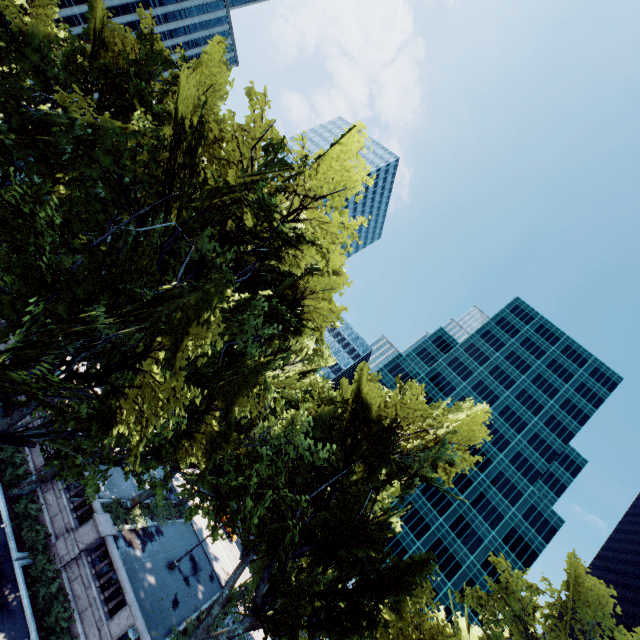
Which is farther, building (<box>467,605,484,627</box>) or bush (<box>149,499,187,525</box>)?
building (<box>467,605,484,627</box>)

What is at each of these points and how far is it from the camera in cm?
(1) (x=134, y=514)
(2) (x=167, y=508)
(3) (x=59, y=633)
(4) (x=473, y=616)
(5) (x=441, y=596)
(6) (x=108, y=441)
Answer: (1) bush, 2572
(2) bush, 3192
(3) bush, 1614
(4) building, 5825
(5) building, 5959
(6) tree, 1119

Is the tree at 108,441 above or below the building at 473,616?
below

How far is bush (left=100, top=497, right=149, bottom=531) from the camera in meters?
23.0 m

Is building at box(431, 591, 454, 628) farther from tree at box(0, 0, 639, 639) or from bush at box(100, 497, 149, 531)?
bush at box(100, 497, 149, 531)

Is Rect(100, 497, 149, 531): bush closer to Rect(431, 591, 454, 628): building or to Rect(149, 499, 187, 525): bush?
Rect(149, 499, 187, 525): bush

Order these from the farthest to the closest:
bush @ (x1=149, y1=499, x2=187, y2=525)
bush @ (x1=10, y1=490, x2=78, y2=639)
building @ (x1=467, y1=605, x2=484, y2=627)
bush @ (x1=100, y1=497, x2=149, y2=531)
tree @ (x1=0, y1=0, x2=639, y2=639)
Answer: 1. building @ (x1=467, y1=605, x2=484, y2=627)
2. bush @ (x1=149, y1=499, x2=187, y2=525)
3. bush @ (x1=100, y1=497, x2=149, y2=531)
4. bush @ (x1=10, y1=490, x2=78, y2=639)
5. tree @ (x1=0, y1=0, x2=639, y2=639)

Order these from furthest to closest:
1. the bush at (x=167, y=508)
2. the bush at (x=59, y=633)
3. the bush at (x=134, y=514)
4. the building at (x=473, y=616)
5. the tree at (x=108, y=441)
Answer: the building at (x=473, y=616)
the bush at (x=167, y=508)
the bush at (x=134, y=514)
the bush at (x=59, y=633)
the tree at (x=108, y=441)
